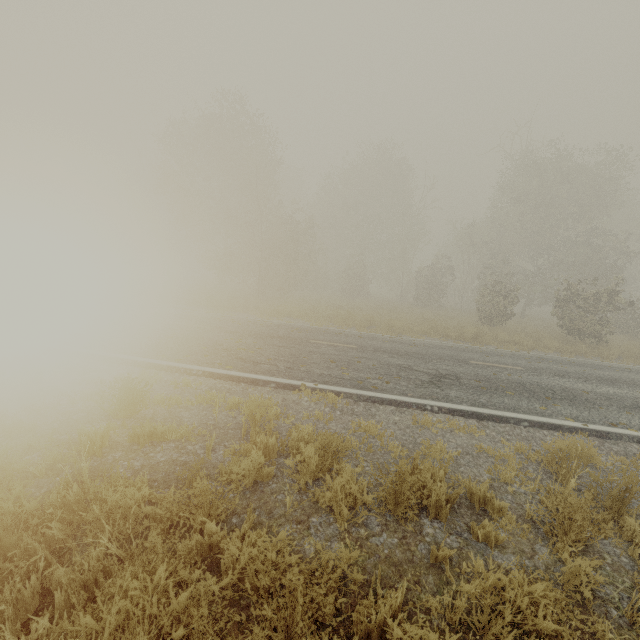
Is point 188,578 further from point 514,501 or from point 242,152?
point 242,152

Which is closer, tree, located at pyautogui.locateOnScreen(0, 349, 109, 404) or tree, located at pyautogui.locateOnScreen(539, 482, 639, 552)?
tree, located at pyautogui.locateOnScreen(539, 482, 639, 552)

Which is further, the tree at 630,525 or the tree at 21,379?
the tree at 21,379
